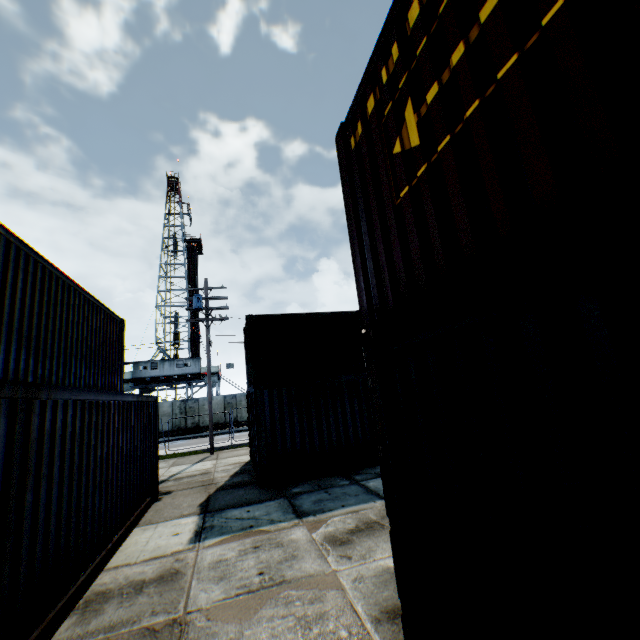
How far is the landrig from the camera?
35.5m

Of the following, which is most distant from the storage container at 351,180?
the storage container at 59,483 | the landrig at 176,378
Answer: the landrig at 176,378

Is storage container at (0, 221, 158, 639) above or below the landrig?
below

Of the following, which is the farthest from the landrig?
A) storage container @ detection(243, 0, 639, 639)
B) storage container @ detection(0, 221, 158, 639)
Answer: storage container @ detection(243, 0, 639, 639)

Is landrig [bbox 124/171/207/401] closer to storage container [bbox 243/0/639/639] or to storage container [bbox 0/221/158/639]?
storage container [bbox 0/221/158/639]

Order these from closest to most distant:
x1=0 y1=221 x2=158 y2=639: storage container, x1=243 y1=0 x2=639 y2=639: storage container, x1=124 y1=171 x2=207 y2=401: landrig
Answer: x1=243 y1=0 x2=639 y2=639: storage container < x1=0 y1=221 x2=158 y2=639: storage container < x1=124 y1=171 x2=207 y2=401: landrig

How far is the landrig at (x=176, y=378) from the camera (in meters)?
35.50

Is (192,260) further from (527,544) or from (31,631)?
(527,544)
